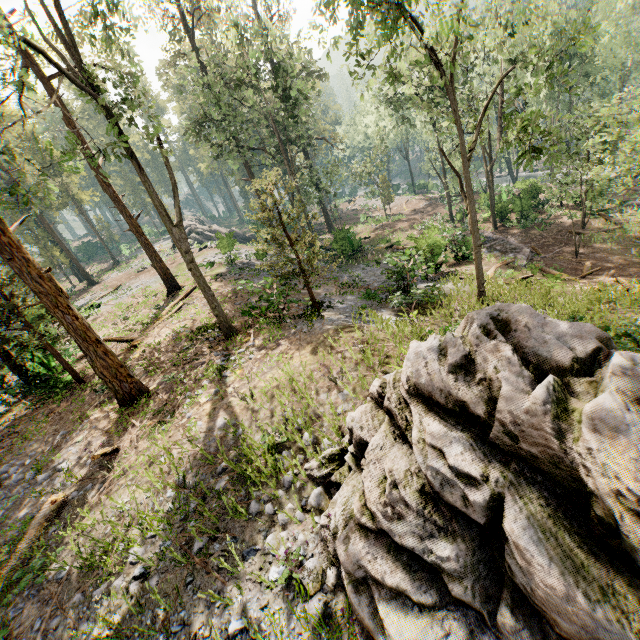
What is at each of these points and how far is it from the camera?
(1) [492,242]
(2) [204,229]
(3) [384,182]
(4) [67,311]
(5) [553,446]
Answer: (1) ground embankment, 26.05m
(2) rock, 47.47m
(3) foliage, 47.56m
(4) foliage, 10.32m
(5) rock, 3.44m

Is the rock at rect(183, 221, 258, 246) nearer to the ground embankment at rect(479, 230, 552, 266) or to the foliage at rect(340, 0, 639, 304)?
the foliage at rect(340, 0, 639, 304)

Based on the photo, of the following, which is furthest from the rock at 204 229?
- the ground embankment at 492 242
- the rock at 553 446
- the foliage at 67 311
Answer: the rock at 553 446

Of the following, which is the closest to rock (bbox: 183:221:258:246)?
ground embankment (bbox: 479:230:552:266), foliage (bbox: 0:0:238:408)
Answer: foliage (bbox: 0:0:238:408)

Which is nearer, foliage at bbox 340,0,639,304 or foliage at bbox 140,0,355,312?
foliage at bbox 340,0,639,304

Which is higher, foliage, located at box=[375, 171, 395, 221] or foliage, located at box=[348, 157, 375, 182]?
foliage, located at box=[348, 157, 375, 182]

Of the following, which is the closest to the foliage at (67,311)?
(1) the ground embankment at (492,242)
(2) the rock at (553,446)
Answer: (2) the rock at (553,446)

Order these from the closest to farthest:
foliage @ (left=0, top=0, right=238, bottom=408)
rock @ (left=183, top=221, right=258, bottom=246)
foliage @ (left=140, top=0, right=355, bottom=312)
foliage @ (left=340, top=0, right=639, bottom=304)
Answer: foliage @ (left=0, top=0, right=238, bottom=408)
foliage @ (left=340, top=0, right=639, bottom=304)
foliage @ (left=140, top=0, right=355, bottom=312)
rock @ (left=183, top=221, right=258, bottom=246)
